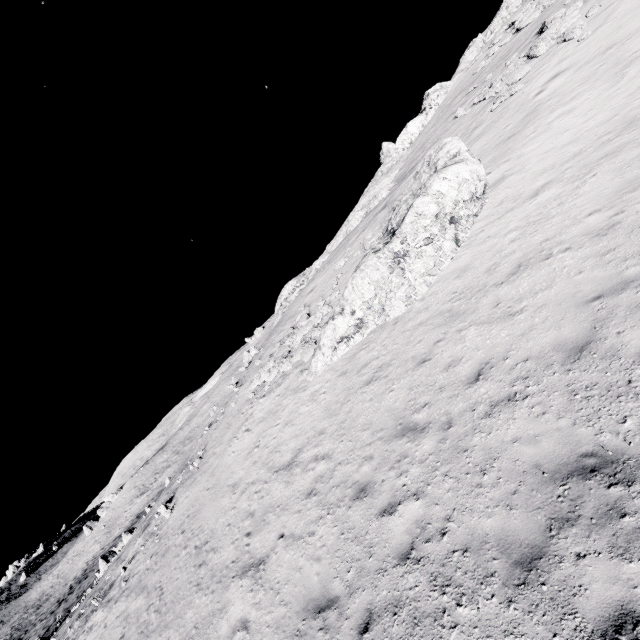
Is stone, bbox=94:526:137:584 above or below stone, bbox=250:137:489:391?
below

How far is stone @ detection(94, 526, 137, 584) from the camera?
30.06m

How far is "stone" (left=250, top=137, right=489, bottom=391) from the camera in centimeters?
1298cm

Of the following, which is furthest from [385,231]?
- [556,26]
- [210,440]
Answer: [556,26]

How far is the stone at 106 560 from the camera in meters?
30.1

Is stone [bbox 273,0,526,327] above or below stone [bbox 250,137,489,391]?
above

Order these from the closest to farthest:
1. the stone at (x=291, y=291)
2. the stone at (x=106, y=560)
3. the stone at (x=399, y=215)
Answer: the stone at (x=399, y=215) → the stone at (x=291, y=291) → the stone at (x=106, y=560)

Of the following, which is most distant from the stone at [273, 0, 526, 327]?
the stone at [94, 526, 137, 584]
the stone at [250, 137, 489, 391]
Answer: the stone at [94, 526, 137, 584]
